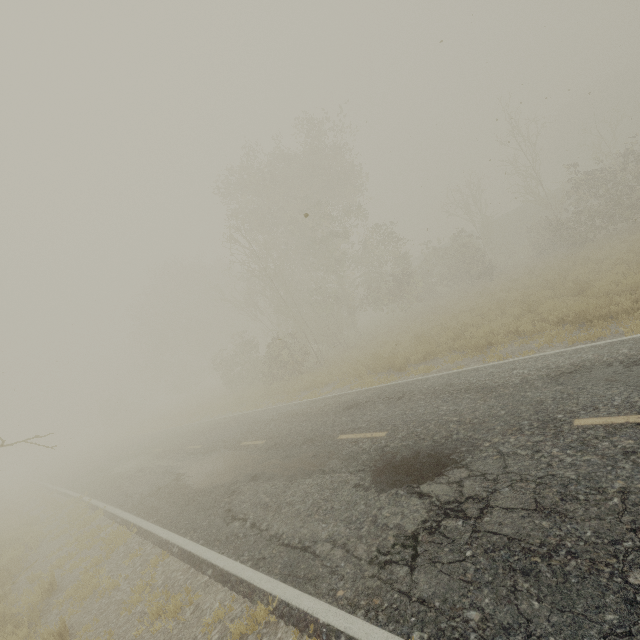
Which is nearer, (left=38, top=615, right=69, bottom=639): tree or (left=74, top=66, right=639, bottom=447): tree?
(left=38, top=615, right=69, bottom=639): tree

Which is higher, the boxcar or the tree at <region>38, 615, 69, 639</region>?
the boxcar

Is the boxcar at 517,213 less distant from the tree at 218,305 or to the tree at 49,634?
the tree at 218,305

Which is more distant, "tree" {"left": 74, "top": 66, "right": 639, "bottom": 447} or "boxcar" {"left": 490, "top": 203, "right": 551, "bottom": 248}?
"boxcar" {"left": 490, "top": 203, "right": 551, "bottom": 248}

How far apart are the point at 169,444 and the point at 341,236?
19.3 meters

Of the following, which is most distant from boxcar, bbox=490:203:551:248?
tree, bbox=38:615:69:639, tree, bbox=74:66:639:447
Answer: tree, bbox=38:615:69:639

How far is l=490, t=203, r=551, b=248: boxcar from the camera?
37.9m
